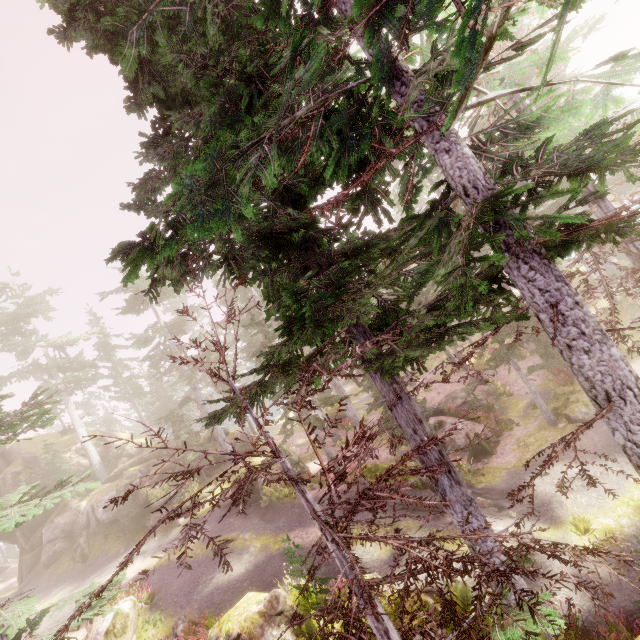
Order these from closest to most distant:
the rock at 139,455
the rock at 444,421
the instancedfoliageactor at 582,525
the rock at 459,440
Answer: the instancedfoliageactor at 582,525
the rock at 459,440
the rock at 444,421
the rock at 139,455

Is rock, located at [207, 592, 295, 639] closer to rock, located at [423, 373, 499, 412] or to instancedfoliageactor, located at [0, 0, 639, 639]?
instancedfoliageactor, located at [0, 0, 639, 639]

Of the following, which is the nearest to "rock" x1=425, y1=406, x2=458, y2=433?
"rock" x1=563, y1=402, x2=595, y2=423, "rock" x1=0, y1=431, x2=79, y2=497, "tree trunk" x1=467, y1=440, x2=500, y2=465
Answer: "tree trunk" x1=467, y1=440, x2=500, y2=465

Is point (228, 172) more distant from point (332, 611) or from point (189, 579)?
point (189, 579)

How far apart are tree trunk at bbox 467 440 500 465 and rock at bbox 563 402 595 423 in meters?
3.5 m

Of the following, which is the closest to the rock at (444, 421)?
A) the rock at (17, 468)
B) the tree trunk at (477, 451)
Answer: the tree trunk at (477, 451)

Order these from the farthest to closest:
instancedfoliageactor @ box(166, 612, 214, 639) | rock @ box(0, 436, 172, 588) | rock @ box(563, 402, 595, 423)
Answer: rock @ box(0, 436, 172, 588) → rock @ box(563, 402, 595, 423) → instancedfoliageactor @ box(166, 612, 214, 639)

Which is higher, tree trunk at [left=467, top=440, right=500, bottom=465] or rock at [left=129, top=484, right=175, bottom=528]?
rock at [left=129, top=484, right=175, bottom=528]
